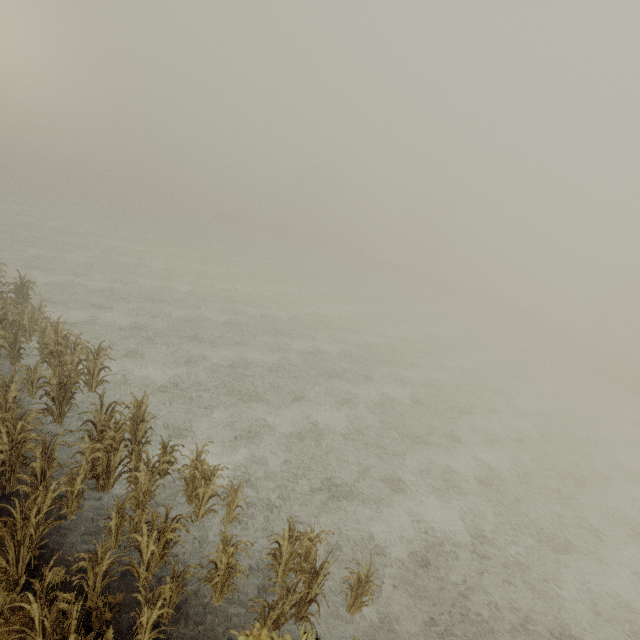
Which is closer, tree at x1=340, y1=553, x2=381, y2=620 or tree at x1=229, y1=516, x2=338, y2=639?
tree at x1=229, y1=516, x2=338, y2=639

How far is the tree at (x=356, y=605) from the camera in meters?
6.3

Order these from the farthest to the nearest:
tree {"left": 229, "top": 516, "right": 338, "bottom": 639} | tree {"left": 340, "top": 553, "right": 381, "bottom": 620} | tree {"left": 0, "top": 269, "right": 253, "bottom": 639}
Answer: tree {"left": 340, "top": 553, "right": 381, "bottom": 620} → tree {"left": 0, "top": 269, "right": 253, "bottom": 639} → tree {"left": 229, "top": 516, "right": 338, "bottom": 639}

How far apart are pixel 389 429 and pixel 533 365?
22.8 meters

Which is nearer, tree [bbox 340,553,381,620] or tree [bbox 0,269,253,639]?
tree [bbox 0,269,253,639]

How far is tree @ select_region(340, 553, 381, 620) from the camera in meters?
6.3

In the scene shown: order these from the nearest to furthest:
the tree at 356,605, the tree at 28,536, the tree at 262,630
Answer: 1. the tree at 262,630
2. the tree at 28,536
3. the tree at 356,605
